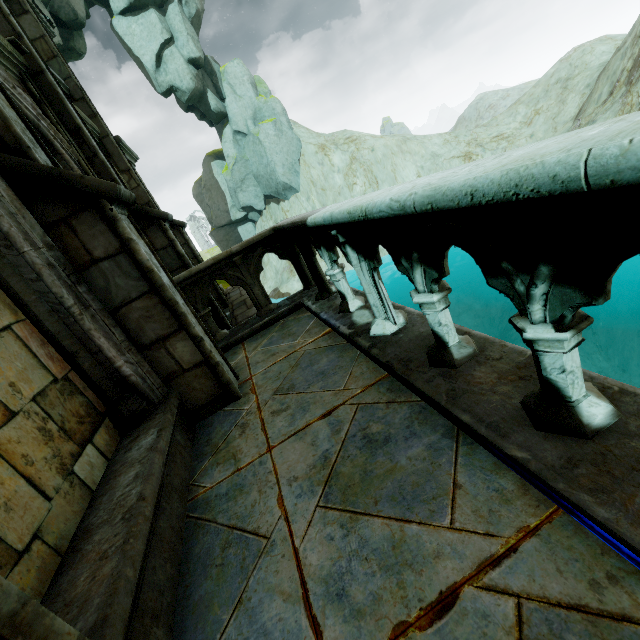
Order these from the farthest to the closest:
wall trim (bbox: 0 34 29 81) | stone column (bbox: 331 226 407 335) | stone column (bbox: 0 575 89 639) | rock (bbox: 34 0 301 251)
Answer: rock (bbox: 34 0 301 251), wall trim (bbox: 0 34 29 81), stone column (bbox: 331 226 407 335), stone column (bbox: 0 575 89 639)

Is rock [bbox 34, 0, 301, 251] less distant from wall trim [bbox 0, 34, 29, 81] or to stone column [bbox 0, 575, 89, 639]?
wall trim [bbox 0, 34, 29, 81]

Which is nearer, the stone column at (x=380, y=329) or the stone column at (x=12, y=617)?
the stone column at (x=12, y=617)

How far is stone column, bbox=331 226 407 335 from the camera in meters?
2.9 m

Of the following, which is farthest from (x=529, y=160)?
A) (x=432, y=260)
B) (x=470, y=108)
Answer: (x=470, y=108)

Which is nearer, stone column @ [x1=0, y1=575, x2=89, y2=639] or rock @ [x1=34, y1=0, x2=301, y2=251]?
stone column @ [x1=0, y1=575, x2=89, y2=639]

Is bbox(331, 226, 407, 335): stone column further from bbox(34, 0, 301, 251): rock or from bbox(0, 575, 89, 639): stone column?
bbox(34, 0, 301, 251): rock

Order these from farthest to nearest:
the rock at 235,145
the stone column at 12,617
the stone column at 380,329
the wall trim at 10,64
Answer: the rock at 235,145, the wall trim at 10,64, the stone column at 380,329, the stone column at 12,617
